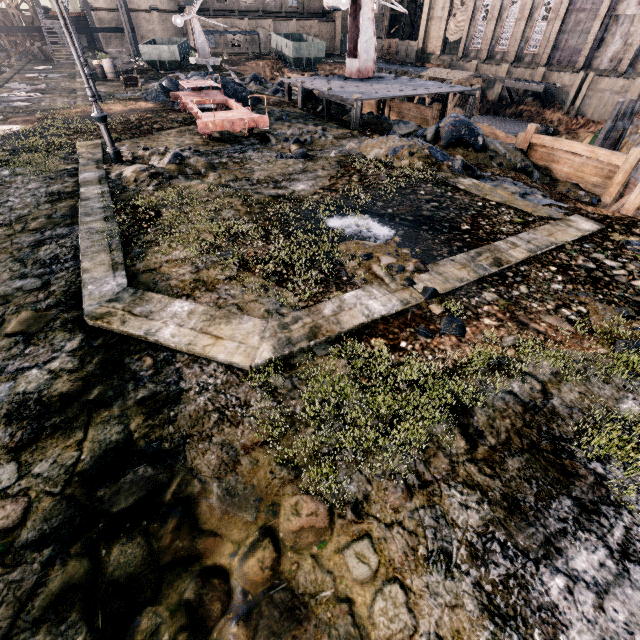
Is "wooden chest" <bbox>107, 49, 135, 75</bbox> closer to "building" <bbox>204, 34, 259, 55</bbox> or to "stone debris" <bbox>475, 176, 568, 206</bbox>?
"stone debris" <bbox>475, 176, 568, 206</bbox>

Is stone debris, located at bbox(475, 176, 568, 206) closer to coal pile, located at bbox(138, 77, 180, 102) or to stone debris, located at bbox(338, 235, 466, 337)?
stone debris, located at bbox(338, 235, 466, 337)

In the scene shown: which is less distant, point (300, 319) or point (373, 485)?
point (373, 485)

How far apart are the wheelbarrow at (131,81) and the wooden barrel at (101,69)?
6.2m

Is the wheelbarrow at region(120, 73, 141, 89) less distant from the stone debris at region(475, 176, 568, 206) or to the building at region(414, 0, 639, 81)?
the stone debris at region(475, 176, 568, 206)

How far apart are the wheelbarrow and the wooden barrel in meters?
6.2

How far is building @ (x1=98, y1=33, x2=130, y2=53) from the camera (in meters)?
51.56

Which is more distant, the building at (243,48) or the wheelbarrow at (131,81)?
the building at (243,48)
